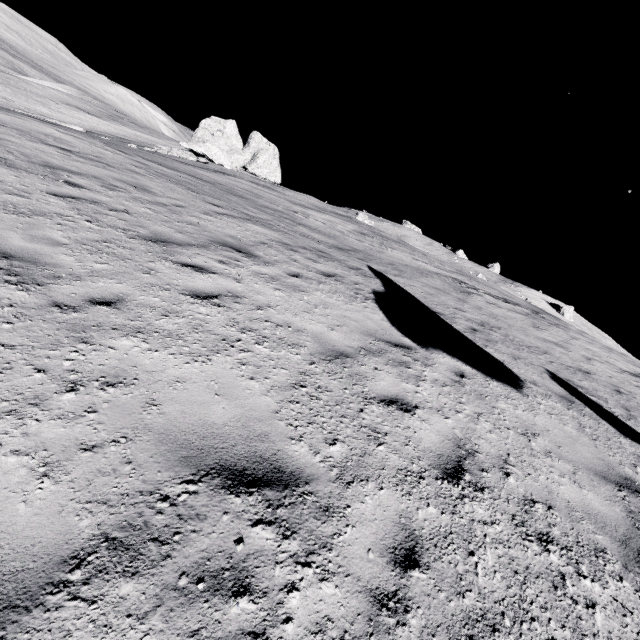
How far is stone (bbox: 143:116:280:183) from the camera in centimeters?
3766cm

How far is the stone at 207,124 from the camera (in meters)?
37.66

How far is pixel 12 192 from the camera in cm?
557
